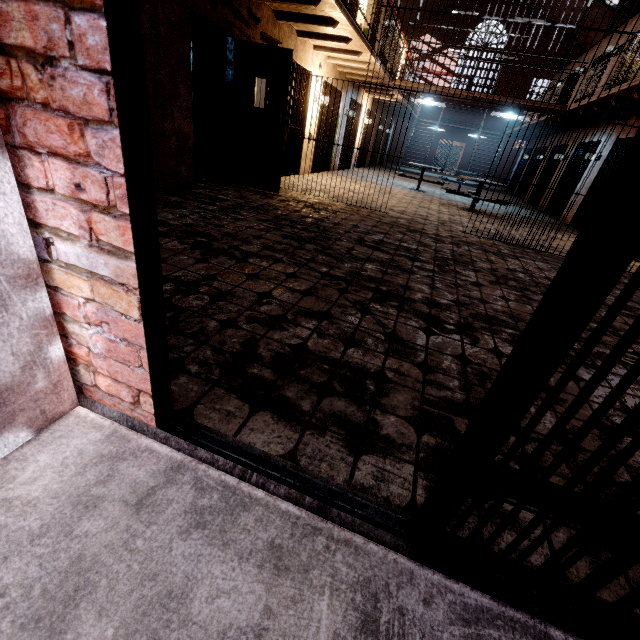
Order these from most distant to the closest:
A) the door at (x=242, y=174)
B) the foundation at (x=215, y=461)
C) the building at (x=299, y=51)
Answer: the building at (x=299, y=51)
the door at (x=242, y=174)
the foundation at (x=215, y=461)

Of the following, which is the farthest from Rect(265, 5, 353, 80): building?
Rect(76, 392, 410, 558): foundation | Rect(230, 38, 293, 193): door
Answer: Rect(76, 392, 410, 558): foundation

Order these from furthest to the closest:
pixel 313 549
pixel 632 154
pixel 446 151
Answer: pixel 446 151, pixel 313 549, pixel 632 154

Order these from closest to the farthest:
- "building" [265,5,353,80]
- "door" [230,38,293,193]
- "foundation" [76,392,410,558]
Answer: "foundation" [76,392,410,558]
"door" [230,38,293,193]
"building" [265,5,353,80]

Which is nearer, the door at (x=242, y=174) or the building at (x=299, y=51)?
the door at (x=242, y=174)

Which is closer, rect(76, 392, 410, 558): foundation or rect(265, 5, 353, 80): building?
rect(76, 392, 410, 558): foundation
